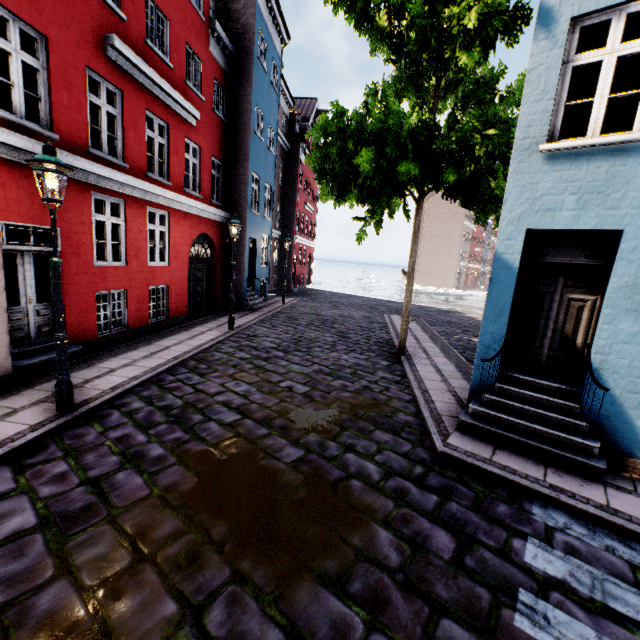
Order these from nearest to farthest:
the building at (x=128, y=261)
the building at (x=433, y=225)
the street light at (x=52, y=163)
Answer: the street light at (x=52, y=163) → the building at (x=128, y=261) → the building at (x=433, y=225)

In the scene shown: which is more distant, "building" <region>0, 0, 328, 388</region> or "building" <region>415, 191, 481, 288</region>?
"building" <region>415, 191, 481, 288</region>

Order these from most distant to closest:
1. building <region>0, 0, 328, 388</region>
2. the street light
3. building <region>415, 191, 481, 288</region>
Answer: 1. building <region>415, 191, 481, 288</region>
2. building <region>0, 0, 328, 388</region>
3. the street light

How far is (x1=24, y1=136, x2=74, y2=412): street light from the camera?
4.3m

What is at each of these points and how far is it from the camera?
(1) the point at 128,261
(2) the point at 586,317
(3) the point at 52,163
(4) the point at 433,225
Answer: (1) building, 9.0m
(2) building, 5.2m
(3) street light, 4.3m
(4) building, 52.9m

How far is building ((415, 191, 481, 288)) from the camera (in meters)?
51.00

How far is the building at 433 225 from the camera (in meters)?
51.00
